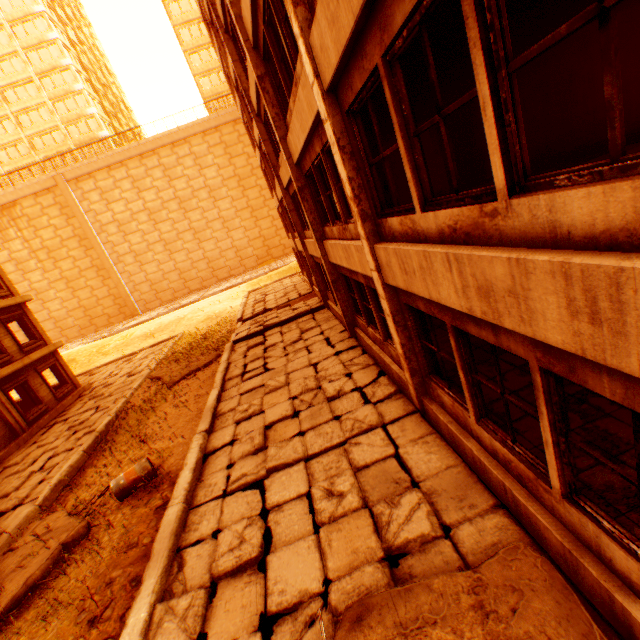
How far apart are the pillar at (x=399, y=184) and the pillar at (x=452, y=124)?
4.9 meters

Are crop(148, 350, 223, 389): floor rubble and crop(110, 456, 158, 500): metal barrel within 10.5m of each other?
→ yes

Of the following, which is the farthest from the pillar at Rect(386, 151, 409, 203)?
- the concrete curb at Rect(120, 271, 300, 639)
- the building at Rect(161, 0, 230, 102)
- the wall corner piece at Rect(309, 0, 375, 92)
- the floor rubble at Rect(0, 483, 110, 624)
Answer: the building at Rect(161, 0, 230, 102)

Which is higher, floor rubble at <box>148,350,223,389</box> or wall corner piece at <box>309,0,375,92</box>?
wall corner piece at <box>309,0,375,92</box>

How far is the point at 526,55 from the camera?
1.89m

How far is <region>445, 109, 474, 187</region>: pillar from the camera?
9.89m

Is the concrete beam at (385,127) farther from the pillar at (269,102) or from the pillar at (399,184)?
the pillar at (399,184)

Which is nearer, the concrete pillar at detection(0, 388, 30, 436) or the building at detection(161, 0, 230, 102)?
the concrete pillar at detection(0, 388, 30, 436)
